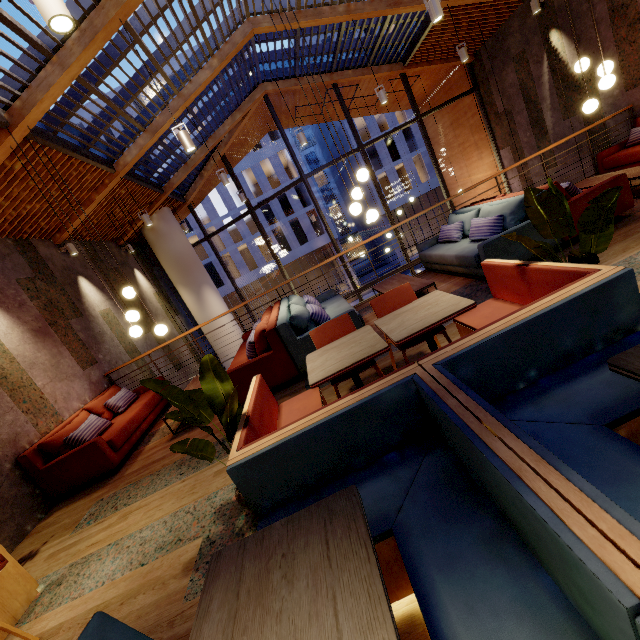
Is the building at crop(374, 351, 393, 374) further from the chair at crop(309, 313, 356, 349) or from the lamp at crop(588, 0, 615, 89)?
the lamp at crop(588, 0, 615, 89)

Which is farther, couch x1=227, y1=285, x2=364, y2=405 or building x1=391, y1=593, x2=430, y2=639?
couch x1=227, y1=285, x2=364, y2=405

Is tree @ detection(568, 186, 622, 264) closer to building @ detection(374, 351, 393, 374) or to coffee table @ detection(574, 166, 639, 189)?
building @ detection(374, 351, 393, 374)

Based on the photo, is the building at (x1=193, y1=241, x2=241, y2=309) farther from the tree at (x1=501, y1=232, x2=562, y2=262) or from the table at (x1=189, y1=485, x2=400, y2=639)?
the table at (x1=189, y1=485, x2=400, y2=639)

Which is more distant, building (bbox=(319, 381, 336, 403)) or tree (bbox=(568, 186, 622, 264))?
building (bbox=(319, 381, 336, 403))

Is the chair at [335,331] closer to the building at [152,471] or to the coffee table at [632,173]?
the building at [152,471]

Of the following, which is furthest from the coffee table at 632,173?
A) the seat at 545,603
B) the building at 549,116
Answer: the seat at 545,603

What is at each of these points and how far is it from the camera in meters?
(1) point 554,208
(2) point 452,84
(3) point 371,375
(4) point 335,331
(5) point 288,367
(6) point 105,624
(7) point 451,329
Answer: (1) tree, 2.1
(2) building, 10.8
(3) building, 3.7
(4) chair, 3.3
(5) couch, 4.4
(6) chair, 1.2
(7) building, 3.8
